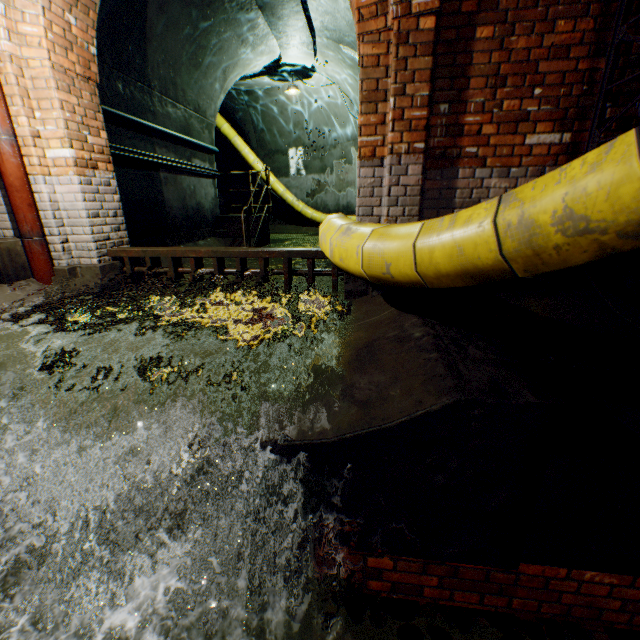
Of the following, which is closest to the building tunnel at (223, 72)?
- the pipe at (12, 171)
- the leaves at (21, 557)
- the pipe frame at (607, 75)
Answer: the pipe at (12, 171)

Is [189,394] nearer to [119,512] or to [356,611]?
[119,512]

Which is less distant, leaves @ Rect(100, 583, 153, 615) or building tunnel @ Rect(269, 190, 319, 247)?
leaves @ Rect(100, 583, 153, 615)

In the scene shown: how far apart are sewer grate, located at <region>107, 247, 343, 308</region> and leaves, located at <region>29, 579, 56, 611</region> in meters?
2.7 m

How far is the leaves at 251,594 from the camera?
1.9m

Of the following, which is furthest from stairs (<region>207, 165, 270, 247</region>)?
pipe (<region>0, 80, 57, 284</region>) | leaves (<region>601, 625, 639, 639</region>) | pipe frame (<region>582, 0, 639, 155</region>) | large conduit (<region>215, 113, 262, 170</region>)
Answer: leaves (<region>601, 625, 639, 639</region>)

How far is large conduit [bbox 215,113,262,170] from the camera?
11.2m

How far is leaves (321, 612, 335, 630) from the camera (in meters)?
1.81
